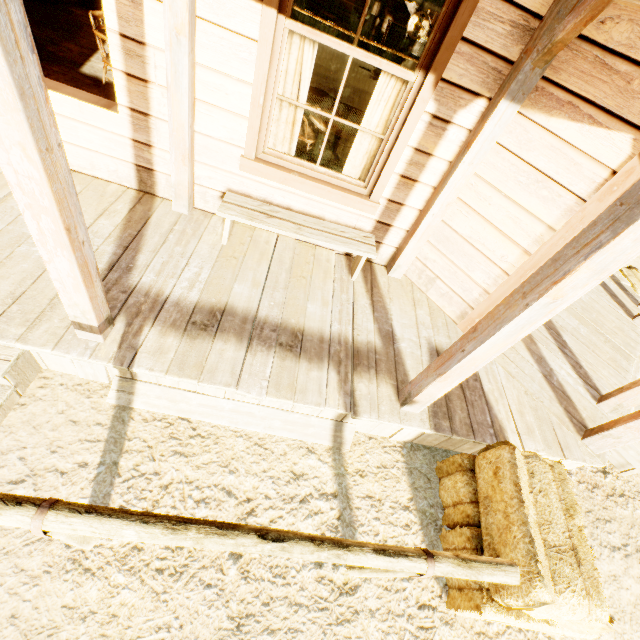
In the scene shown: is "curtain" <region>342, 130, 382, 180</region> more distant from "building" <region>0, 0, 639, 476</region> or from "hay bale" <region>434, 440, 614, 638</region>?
"hay bale" <region>434, 440, 614, 638</region>

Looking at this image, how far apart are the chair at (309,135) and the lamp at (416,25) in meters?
3.7 m

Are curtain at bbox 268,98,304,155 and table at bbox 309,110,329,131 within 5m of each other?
yes

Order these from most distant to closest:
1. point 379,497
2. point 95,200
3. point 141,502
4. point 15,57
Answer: point 95,200
point 379,497
point 141,502
point 15,57

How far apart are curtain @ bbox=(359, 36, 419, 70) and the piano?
8.3m

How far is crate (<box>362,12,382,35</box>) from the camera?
9.54m

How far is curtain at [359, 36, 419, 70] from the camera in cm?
261

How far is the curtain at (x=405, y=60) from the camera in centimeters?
261cm
